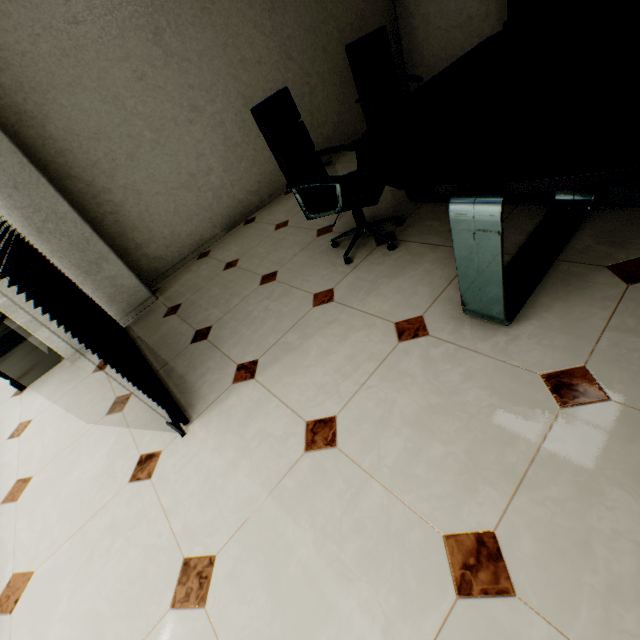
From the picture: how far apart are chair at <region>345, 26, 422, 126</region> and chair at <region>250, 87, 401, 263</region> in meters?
1.2 m

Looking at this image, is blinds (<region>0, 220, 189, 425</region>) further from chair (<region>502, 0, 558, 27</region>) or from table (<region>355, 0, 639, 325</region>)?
chair (<region>502, 0, 558, 27</region>)

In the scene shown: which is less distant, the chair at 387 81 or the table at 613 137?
the table at 613 137

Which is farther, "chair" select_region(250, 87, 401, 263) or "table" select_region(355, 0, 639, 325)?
"chair" select_region(250, 87, 401, 263)

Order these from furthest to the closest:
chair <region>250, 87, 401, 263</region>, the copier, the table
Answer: the copier → chair <region>250, 87, 401, 263</region> → the table

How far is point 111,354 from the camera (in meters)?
1.64

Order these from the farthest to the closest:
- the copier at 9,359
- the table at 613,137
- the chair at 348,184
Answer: the copier at 9,359, the chair at 348,184, the table at 613,137

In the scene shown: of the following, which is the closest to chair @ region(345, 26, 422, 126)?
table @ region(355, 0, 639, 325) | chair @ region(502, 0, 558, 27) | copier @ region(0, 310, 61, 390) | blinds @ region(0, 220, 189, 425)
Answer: table @ region(355, 0, 639, 325)
